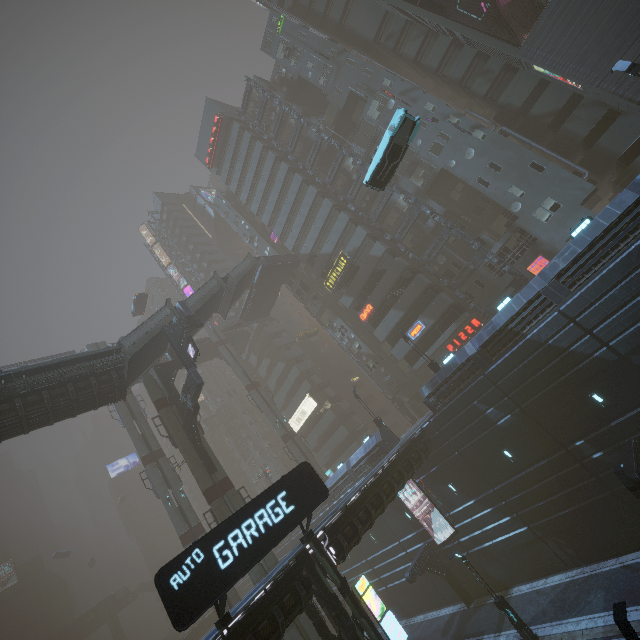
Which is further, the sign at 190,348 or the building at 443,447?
the sign at 190,348

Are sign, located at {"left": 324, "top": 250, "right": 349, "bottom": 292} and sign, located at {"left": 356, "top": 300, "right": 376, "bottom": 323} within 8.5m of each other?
yes

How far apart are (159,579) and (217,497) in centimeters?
1470cm

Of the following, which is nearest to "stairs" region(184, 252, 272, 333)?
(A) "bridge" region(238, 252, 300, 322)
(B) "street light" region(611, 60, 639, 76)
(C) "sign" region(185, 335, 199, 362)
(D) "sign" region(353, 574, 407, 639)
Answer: (A) "bridge" region(238, 252, 300, 322)

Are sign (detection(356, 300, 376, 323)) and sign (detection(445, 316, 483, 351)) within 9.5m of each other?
yes

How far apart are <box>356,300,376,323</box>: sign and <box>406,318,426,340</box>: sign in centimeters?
437cm

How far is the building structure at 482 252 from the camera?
29.84m

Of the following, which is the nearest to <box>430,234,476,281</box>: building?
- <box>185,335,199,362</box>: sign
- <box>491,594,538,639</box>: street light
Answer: <box>491,594,538,639</box>: street light
